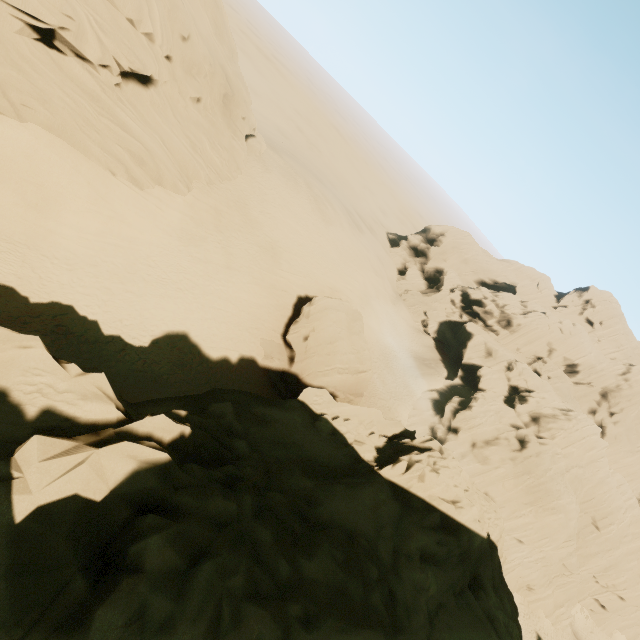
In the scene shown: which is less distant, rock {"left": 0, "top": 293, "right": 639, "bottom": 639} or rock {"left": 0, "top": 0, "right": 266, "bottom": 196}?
rock {"left": 0, "top": 293, "right": 639, "bottom": 639}

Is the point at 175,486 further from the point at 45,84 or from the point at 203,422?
the point at 45,84

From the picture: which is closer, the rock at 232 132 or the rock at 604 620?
the rock at 604 620
